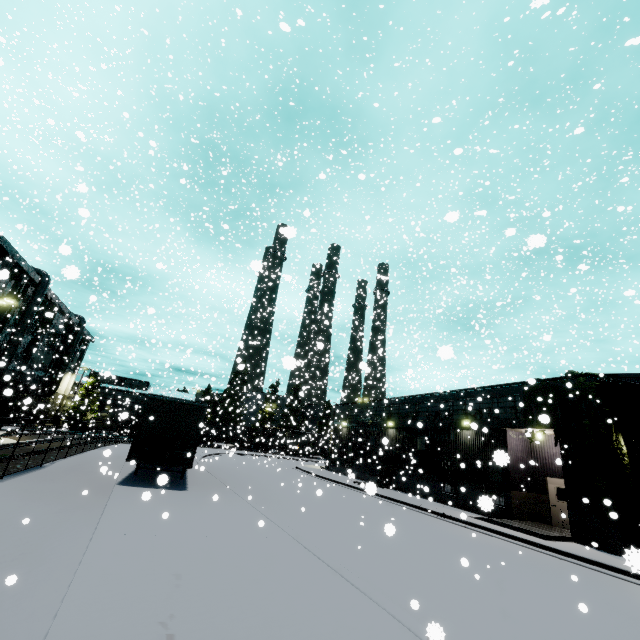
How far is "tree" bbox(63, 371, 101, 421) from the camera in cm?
4675

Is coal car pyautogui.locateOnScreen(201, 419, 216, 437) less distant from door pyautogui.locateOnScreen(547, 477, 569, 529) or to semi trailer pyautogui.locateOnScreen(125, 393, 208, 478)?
semi trailer pyautogui.locateOnScreen(125, 393, 208, 478)

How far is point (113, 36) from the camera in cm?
1445

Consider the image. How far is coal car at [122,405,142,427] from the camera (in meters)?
30.40

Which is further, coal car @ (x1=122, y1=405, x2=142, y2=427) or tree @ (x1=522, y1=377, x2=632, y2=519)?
coal car @ (x1=122, y1=405, x2=142, y2=427)

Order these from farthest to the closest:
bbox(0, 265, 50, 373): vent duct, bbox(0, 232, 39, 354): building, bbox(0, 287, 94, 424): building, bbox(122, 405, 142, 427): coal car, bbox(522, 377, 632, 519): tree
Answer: bbox(0, 287, 94, 424): building
bbox(0, 265, 50, 373): vent duct
bbox(122, 405, 142, 427): coal car
bbox(0, 232, 39, 354): building
bbox(522, 377, 632, 519): tree

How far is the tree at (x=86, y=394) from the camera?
46.8 meters

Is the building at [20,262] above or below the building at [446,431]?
above
